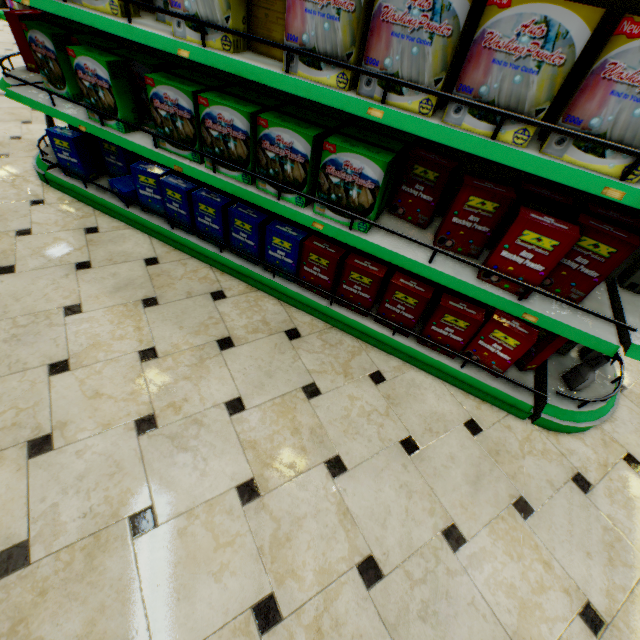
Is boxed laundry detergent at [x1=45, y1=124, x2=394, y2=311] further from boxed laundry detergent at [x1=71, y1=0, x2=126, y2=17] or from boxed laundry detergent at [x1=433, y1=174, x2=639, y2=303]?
boxed laundry detergent at [x1=71, y1=0, x2=126, y2=17]

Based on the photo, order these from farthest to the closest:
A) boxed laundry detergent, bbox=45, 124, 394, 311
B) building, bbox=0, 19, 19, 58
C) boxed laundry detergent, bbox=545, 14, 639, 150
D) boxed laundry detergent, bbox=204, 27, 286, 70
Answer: building, bbox=0, 19, 19, 58, boxed laundry detergent, bbox=45, 124, 394, 311, boxed laundry detergent, bbox=204, 27, 286, 70, boxed laundry detergent, bbox=545, 14, 639, 150

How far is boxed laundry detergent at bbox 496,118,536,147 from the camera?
1.19m

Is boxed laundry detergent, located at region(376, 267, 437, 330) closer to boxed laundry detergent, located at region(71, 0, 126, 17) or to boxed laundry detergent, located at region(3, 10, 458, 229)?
boxed laundry detergent, located at region(3, 10, 458, 229)

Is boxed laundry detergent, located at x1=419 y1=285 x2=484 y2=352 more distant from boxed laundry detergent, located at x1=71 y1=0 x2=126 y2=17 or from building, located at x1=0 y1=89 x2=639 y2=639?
boxed laundry detergent, located at x1=71 y1=0 x2=126 y2=17

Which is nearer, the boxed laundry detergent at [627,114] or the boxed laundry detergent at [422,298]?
A: the boxed laundry detergent at [627,114]

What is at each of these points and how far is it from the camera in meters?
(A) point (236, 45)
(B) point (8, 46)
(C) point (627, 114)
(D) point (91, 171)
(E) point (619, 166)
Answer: (A) boxed laundry detergent, 1.5
(B) building, 5.3
(C) boxed laundry detergent, 1.1
(D) boxed laundry detergent, 2.7
(E) boxed laundry detergent, 1.1

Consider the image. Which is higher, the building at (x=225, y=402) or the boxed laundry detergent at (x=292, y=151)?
the boxed laundry detergent at (x=292, y=151)
